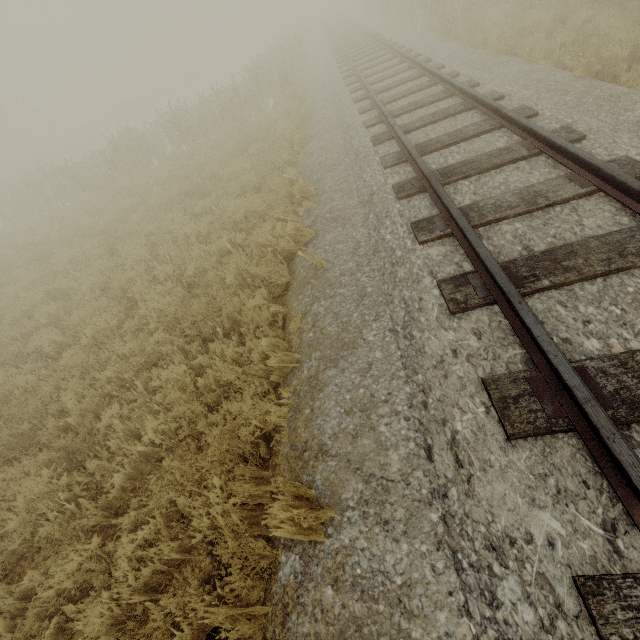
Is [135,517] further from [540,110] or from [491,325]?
[540,110]
